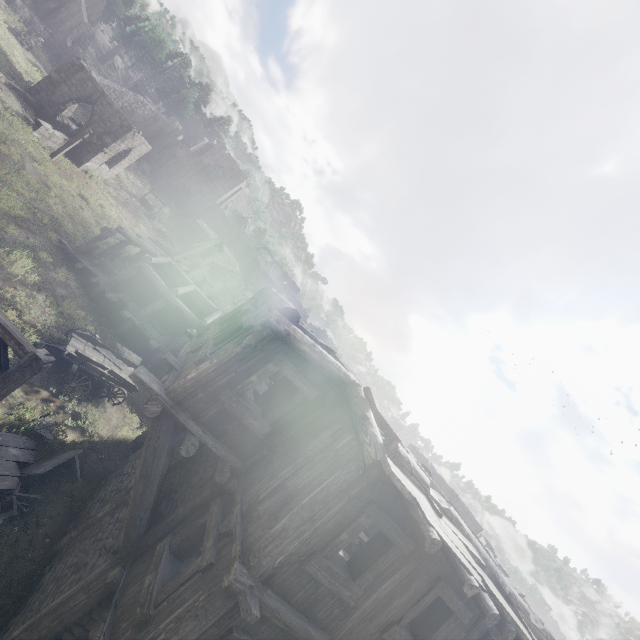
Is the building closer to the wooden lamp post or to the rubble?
the rubble

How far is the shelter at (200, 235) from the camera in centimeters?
4016cm

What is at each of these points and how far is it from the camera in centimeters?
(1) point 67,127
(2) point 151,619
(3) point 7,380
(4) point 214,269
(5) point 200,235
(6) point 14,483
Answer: (1) rubble, 2886cm
(2) building, 504cm
(3) wooden lamp post, 561cm
(4) wooden plank rubble, 2281cm
(5) shelter, 4122cm
(6) broken furniture, 845cm

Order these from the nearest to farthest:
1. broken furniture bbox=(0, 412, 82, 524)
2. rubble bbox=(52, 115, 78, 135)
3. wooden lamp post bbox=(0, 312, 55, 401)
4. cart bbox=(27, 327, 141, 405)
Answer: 1. wooden lamp post bbox=(0, 312, 55, 401)
2. broken furniture bbox=(0, 412, 82, 524)
3. cart bbox=(27, 327, 141, 405)
4. rubble bbox=(52, 115, 78, 135)

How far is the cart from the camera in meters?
12.1

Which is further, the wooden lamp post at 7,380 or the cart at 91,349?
the cart at 91,349

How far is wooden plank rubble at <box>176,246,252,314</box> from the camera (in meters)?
21.12

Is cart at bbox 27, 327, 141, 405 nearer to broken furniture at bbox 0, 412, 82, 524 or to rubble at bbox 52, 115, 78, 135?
broken furniture at bbox 0, 412, 82, 524
